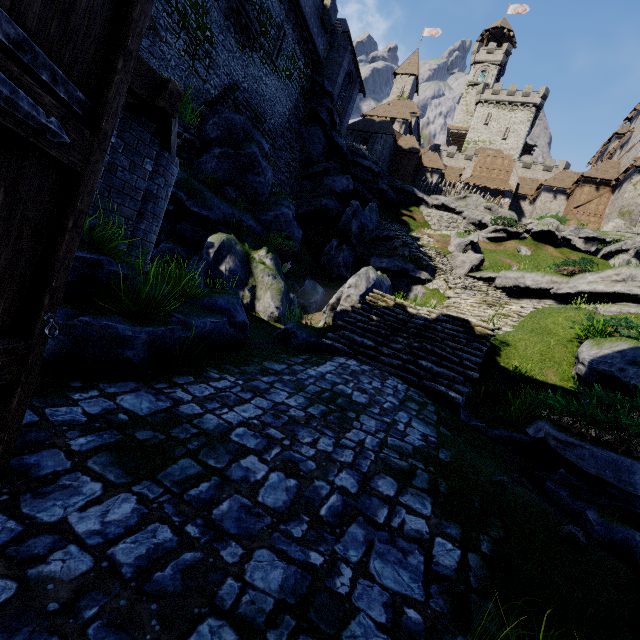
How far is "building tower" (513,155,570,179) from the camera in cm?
5009

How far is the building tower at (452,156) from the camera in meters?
54.4

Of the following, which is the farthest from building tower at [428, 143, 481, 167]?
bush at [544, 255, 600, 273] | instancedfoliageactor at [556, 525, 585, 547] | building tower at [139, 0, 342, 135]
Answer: instancedfoliageactor at [556, 525, 585, 547]

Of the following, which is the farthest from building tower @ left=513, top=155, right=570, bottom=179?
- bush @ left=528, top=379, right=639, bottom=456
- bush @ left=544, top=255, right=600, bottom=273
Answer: bush @ left=528, top=379, right=639, bottom=456

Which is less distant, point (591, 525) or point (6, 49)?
point (6, 49)

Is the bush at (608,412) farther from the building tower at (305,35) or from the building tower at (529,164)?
the building tower at (529,164)

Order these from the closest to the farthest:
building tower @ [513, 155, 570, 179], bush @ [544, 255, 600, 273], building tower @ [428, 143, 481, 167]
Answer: bush @ [544, 255, 600, 273], building tower @ [513, 155, 570, 179], building tower @ [428, 143, 481, 167]

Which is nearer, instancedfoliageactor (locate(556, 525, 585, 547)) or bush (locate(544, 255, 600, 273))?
instancedfoliageactor (locate(556, 525, 585, 547))
